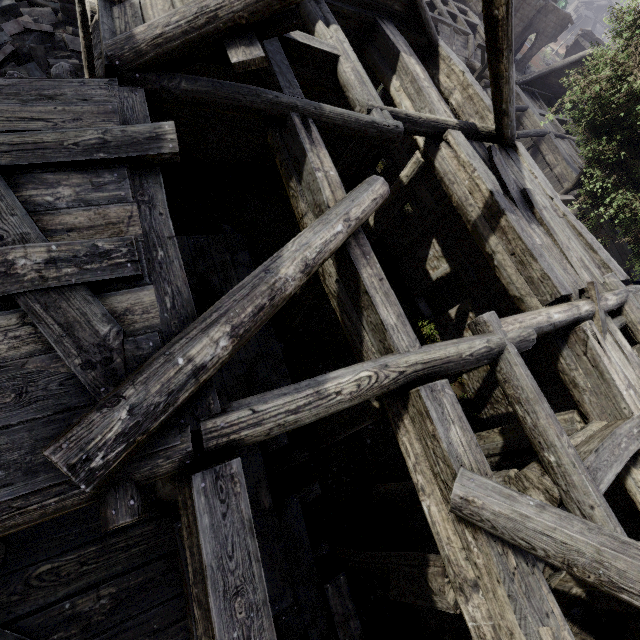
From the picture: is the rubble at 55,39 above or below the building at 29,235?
below

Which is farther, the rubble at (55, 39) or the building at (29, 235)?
the rubble at (55, 39)

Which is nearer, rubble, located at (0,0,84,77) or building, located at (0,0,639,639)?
building, located at (0,0,639,639)

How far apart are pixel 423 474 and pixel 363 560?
2.7 meters

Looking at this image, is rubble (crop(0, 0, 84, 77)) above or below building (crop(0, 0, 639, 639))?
below
